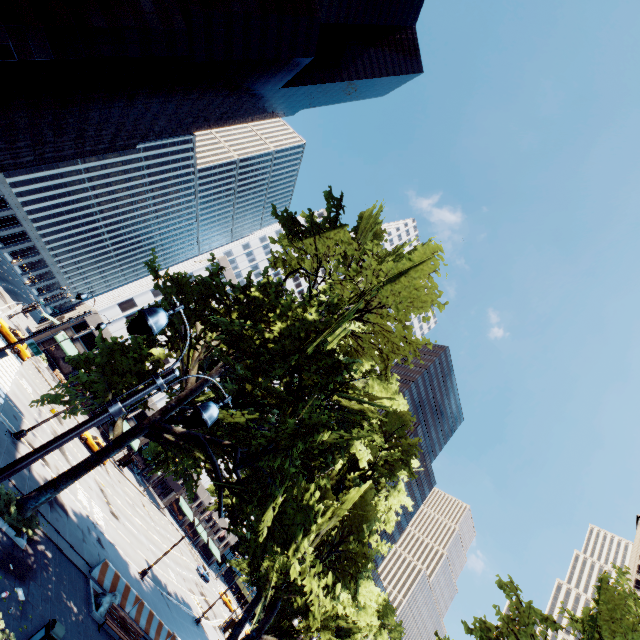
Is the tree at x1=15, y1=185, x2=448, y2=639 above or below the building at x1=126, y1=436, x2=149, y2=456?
above

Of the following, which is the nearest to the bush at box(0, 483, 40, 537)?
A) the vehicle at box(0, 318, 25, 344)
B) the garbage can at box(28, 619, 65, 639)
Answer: the garbage can at box(28, 619, 65, 639)

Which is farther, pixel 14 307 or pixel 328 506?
pixel 14 307

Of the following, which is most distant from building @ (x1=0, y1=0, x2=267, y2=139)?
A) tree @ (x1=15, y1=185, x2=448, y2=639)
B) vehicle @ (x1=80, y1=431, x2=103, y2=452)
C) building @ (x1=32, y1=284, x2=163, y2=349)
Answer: tree @ (x1=15, y1=185, x2=448, y2=639)

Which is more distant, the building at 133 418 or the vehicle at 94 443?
the building at 133 418

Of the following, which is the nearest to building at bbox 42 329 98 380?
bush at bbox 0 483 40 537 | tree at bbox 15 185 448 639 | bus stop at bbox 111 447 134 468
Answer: tree at bbox 15 185 448 639

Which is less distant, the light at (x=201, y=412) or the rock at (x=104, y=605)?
the light at (x=201, y=412)

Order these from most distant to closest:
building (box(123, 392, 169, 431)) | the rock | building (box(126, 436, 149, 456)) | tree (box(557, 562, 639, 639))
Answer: building (box(123, 392, 169, 431)) < building (box(126, 436, 149, 456)) < the rock < tree (box(557, 562, 639, 639))
